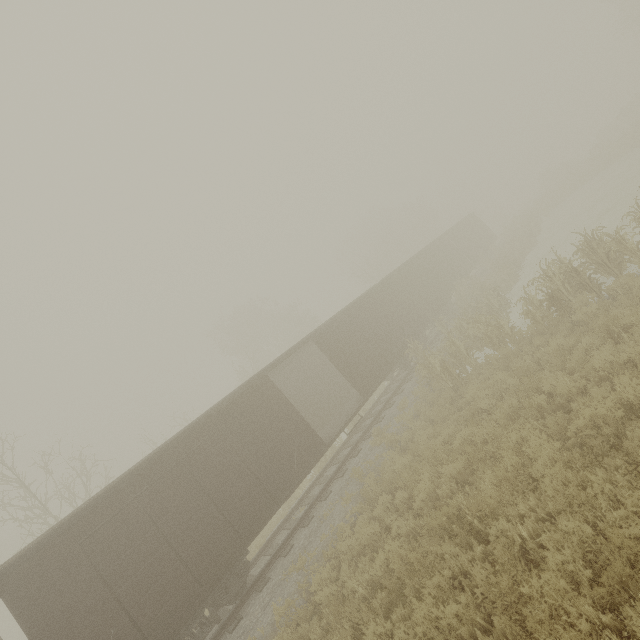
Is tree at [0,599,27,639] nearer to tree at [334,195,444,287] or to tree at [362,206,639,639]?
tree at [334,195,444,287]

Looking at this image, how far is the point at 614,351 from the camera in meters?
6.8 m

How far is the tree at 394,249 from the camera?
38.25m

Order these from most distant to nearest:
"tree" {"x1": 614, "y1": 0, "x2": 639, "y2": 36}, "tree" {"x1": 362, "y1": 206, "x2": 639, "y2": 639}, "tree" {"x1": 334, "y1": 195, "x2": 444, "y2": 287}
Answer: "tree" {"x1": 334, "y1": 195, "x2": 444, "y2": 287}, "tree" {"x1": 614, "y1": 0, "x2": 639, "y2": 36}, "tree" {"x1": 362, "y1": 206, "x2": 639, "y2": 639}

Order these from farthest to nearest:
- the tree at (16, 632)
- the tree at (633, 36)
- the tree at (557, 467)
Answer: the tree at (16, 632) < the tree at (633, 36) < the tree at (557, 467)

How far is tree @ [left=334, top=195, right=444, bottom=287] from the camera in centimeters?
3825cm

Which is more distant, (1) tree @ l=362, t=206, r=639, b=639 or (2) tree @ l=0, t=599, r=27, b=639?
(2) tree @ l=0, t=599, r=27, b=639

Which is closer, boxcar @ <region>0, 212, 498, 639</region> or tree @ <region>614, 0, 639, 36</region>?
boxcar @ <region>0, 212, 498, 639</region>
